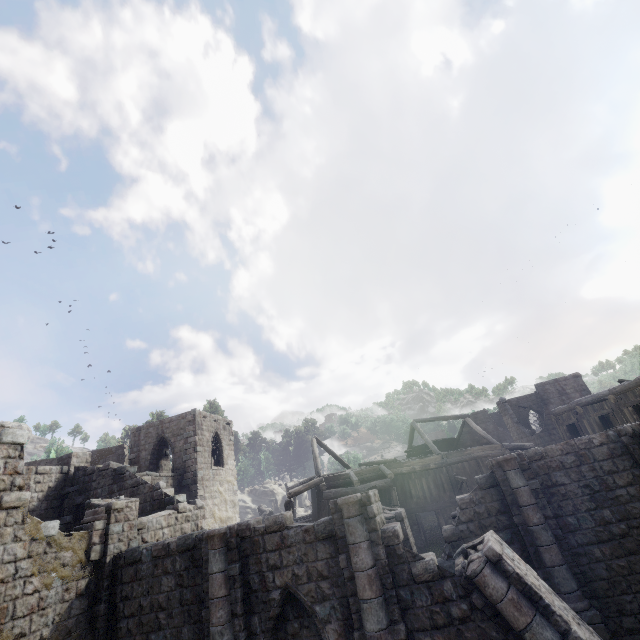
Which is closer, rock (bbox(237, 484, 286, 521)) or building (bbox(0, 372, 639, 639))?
building (bbox(0, 372, 639, 639))

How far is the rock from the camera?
40.0m

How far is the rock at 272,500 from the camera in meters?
40.0

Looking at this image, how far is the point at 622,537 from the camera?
11.1m

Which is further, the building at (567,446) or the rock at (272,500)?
the rock at (272,500)
